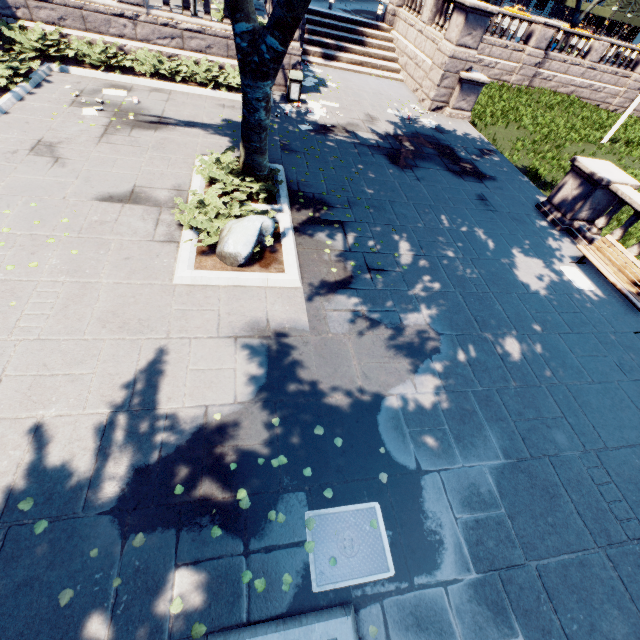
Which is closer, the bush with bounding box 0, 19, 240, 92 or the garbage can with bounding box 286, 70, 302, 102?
the bush with bounding box 0, 19, 240, 92

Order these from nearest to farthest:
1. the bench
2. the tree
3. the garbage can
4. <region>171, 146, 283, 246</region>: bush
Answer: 1. the tree
2. <region>171, 146, 283, 246</region>: bush
3. the bench
4. the garbage can

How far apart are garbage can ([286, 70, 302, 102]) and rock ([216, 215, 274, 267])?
9.0 meters

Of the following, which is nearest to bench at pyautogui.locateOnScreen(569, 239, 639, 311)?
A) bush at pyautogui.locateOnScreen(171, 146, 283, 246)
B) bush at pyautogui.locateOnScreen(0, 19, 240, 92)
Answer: bush at pyautogui.locateOnScreen(171, 146, 283, 246)

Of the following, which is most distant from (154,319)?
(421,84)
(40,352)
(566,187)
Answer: (421,84)

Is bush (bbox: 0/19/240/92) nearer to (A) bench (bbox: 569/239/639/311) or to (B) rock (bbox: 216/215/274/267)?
(B) rock (bbox: 216/215/274/267)

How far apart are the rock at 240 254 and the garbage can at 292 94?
9.0 meters

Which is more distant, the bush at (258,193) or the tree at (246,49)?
the bush at (258,193)
